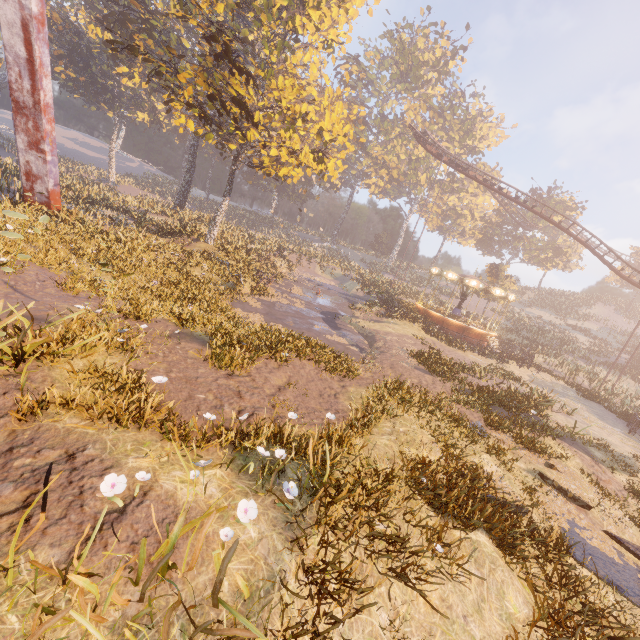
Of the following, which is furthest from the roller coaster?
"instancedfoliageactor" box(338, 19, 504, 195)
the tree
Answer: the tree

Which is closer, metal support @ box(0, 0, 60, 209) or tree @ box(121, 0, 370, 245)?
metal support @ box(0, 0, 60, 209)

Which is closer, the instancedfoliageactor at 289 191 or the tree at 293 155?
the tree at 293 155

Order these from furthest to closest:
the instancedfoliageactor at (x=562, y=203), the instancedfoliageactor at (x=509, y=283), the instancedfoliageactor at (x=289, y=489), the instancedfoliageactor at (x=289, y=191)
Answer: the instancedfoliageactor at (x=289, y=191) → the instancedfoliageactor at (x=562, y=203) → the instancedfoliageactor at (x=509, y=283) → the instancedfoliageactor at (x=289, y=489)

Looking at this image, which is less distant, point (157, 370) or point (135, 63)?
point (157, 370)

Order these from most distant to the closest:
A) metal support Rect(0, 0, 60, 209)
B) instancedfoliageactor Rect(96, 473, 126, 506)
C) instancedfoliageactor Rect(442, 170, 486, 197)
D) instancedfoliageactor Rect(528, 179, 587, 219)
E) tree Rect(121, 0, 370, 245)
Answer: instancedfoliageactor Rect(442, 170, 486, 197) → instancedfoliageactor Rect(528, 179, 587, 219) → tree Rect(121, 0, 370, 245) → metal support Rect(0, 0, 60, 209) → instancedfoliageactor Rect(96, 473, 126, 506)

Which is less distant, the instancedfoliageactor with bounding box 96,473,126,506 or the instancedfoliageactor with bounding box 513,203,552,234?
the instancedfoliageactor with bounding box 96,473,126,506

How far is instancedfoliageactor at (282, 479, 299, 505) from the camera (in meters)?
4.20
